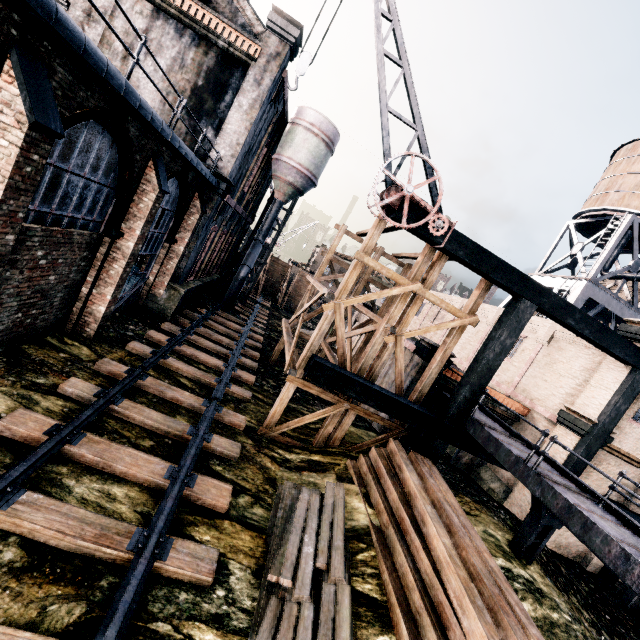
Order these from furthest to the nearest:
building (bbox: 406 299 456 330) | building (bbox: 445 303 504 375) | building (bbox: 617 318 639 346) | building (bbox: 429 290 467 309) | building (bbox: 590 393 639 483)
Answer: building (bbox: 406 299 456 330), building (bbox: 429 290 467 309), building (bbox: 445 303 504 375), building (bbox: 590 393 639 483), building (bbox: 617 318 639 346)

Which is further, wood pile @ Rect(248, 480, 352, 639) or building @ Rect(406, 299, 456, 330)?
building @ Rect(406, 299, 456, 330)

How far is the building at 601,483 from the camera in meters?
14.3 m

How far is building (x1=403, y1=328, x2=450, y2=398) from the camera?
15.3 meters

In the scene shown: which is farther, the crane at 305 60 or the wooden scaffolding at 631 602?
the wooden scaffolding at 631 602

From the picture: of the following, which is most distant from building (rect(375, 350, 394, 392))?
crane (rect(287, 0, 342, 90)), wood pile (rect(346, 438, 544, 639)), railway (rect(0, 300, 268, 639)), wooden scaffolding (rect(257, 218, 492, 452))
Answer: crane (rect(287, 0, 342, 90))

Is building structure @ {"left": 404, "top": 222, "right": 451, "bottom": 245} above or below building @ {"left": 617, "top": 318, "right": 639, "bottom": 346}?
below

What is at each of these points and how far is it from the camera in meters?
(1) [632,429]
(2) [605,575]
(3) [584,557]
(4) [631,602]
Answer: (1) building, 13.9
(2) building structure, 14.9
(3) building, 15.3
(4) wooden scaffolding, 13.4
